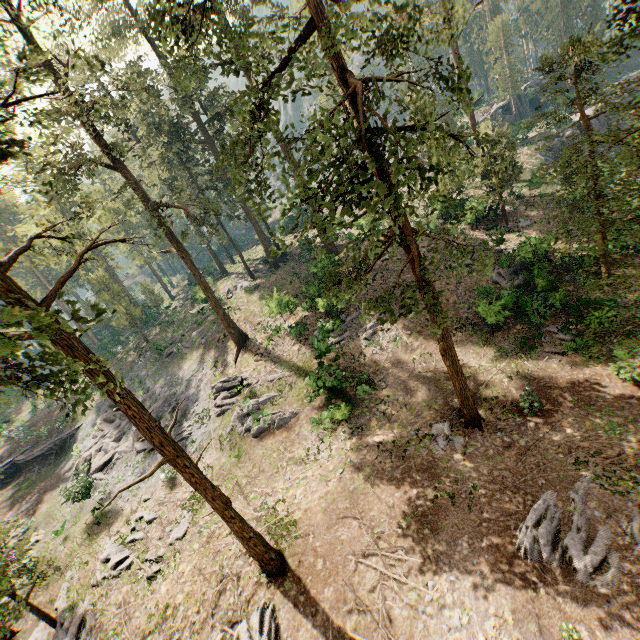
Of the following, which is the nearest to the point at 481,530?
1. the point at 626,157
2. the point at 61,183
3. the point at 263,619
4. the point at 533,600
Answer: the point at 533,600

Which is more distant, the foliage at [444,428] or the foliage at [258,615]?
the foliage at [444,428]

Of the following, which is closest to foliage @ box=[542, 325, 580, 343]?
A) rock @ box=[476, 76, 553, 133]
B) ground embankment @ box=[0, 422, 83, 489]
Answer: ground embankment @ box=[0, 422, 83, 489]

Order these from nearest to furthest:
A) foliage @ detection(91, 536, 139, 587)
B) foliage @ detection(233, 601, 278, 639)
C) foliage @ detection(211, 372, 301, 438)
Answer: foliage @ detection(233, 601, 278, 639) < foliage @ detection(91, 536, 139, 587) < foliage @ detection(211, 372, 301, 438)

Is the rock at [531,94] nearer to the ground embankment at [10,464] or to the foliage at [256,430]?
the foliage at [256,430]

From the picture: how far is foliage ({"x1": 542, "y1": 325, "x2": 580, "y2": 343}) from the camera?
18.12m
